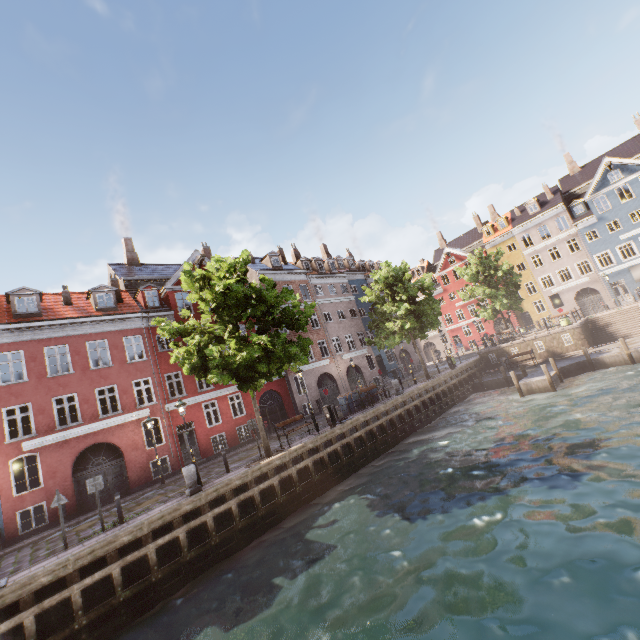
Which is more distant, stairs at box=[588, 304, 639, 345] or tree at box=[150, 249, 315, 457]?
stairs at box=[588, 304, 639, 345]

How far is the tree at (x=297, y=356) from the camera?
13.6m

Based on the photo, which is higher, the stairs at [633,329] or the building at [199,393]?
the building at [199,393]

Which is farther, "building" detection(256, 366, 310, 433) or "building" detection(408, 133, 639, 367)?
"building" detection(408, 133, 639, 367)

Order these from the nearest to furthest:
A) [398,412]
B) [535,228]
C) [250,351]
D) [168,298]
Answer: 1. [250,351]
2. [398,412]
3. [168,298]
4. [535,228]

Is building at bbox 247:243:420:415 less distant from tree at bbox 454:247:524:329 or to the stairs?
tree at bbox 454:247:524:329

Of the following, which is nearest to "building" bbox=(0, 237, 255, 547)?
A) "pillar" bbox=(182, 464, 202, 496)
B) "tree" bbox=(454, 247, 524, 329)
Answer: "tree" bbox=(454, 247, 524, 329)

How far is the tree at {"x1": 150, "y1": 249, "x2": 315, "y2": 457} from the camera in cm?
1363
